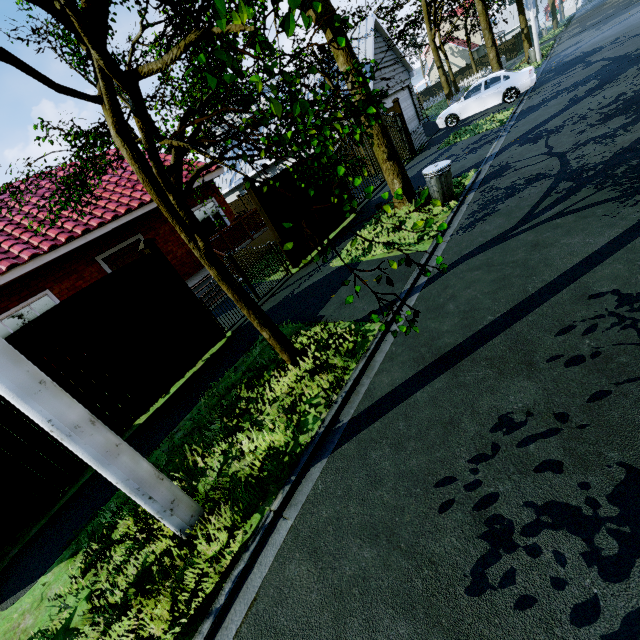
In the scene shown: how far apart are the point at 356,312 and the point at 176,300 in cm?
382

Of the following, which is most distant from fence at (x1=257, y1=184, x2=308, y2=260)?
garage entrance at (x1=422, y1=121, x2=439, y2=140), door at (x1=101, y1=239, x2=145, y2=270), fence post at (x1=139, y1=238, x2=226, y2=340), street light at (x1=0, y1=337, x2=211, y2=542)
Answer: garage entrance at (x1=422, y1=121, x2=439, y2=140)

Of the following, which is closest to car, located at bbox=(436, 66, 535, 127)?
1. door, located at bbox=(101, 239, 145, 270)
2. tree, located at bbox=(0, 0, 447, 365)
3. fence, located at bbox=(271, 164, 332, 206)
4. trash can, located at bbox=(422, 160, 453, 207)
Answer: tree, located at bbox=(0, 0, 447, 365)

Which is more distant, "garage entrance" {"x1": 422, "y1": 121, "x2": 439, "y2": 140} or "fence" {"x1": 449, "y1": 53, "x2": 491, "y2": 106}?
"fence" {"x1": 449, "y1": 53, "x2": 491, "y2": 106}

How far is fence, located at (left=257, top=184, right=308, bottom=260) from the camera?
8.8 meters

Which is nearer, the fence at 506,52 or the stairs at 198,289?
the stairs at 198,289

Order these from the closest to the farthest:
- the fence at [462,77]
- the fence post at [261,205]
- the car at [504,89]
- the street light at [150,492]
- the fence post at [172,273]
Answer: the street light at [150,492]
the fence post at [172,273]
the fence post at [261,205]
the car at [504,89]
the fence at [462,77]
